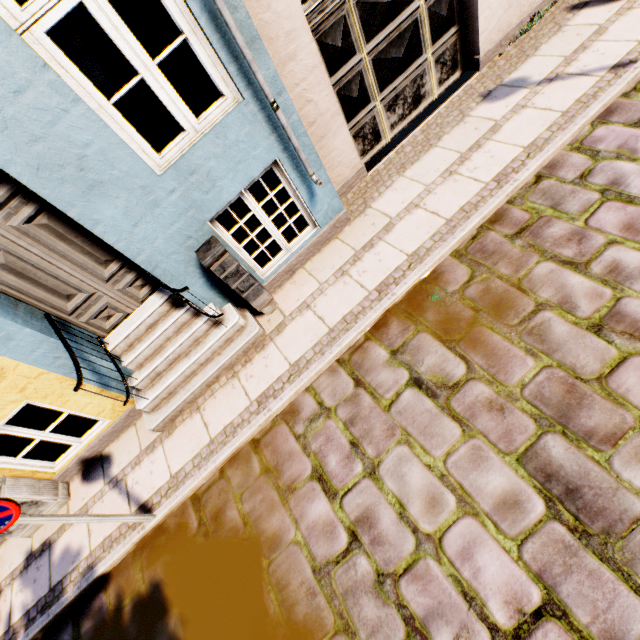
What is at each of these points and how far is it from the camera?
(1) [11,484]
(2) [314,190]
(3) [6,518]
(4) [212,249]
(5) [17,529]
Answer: (1) electrical box, 4.0m
(2) building, 4.2m
(3) sign, 2.6m
(4) electrical box, 3.6m
(5) electrical box, 4.3m

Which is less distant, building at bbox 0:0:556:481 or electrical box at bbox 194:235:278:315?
building at bbox 0:0:556:481

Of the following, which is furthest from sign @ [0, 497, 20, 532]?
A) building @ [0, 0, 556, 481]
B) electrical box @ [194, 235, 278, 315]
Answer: electrical box @ [194, 235, 278, 315]

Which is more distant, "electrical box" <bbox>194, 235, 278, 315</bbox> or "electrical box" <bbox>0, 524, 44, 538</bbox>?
"electrical box" <bbox>0, 524, 44, 538</bbox>

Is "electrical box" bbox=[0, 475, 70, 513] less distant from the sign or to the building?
the building

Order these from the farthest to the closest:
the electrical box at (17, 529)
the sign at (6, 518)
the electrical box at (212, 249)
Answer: the electrical box at (17, 529)
the electrical box at (212, 249)
the sign at (6, 518)

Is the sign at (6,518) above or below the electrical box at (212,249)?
above

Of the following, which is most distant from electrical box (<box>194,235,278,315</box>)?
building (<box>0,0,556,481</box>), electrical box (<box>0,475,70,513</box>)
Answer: electrical box (<box>0,475,70,513</box>)
